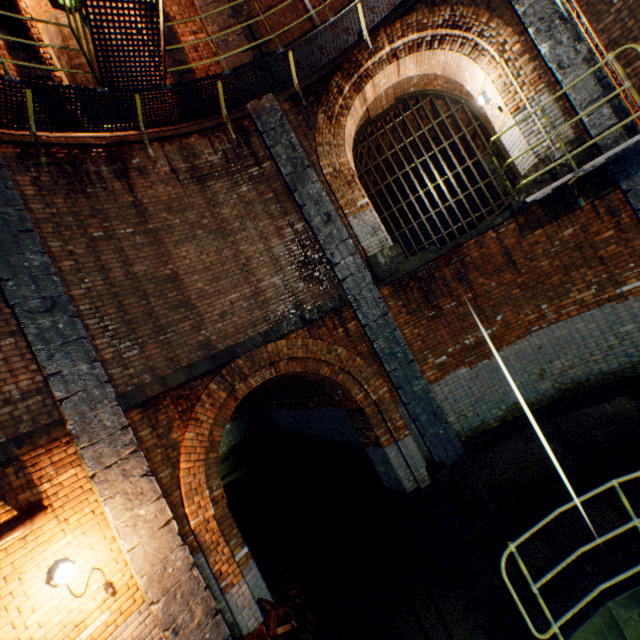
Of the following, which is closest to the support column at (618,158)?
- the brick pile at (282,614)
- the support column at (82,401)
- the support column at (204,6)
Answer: the support column at (204,6)

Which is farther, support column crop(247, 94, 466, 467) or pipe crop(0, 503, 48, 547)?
support column crop(247, 94, 466, 467)

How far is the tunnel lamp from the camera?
3.84m

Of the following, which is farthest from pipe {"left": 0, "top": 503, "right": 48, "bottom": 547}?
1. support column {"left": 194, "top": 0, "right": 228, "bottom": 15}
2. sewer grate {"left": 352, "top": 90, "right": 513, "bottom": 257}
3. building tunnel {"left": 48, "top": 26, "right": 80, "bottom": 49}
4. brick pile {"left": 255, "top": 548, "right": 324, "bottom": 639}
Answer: sewer grate {"left": 352, "top": 90, "right": 513, "bottom": 257}

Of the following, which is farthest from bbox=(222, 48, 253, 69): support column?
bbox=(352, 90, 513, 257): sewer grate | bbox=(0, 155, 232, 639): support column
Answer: bbox=(0, 155, 232, 639): support column

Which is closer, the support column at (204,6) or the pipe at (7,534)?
the pipe at (7,534)

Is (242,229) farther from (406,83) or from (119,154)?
(406,83)

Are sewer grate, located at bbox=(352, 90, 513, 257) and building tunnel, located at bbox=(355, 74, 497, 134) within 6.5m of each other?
yes
